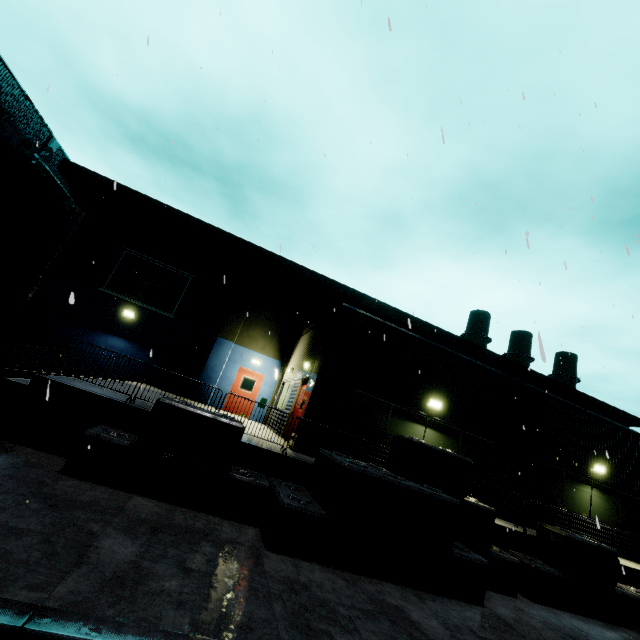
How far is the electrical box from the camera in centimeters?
1689cm

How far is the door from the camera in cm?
1752

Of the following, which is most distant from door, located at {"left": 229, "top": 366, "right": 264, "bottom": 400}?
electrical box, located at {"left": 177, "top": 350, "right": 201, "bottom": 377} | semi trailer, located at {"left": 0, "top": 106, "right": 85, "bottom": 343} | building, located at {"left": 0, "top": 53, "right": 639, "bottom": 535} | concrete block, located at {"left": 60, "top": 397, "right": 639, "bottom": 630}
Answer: semi trailer, located at {"left": 0, "top": 106, "right": 85, "bottom": 343}

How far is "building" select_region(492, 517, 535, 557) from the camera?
9.4m

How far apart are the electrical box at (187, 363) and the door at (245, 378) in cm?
206

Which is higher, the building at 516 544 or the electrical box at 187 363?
the electrical box at 187 363

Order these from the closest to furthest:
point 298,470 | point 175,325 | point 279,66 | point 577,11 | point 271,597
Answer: point 271,597
point 279,66
point 298,470
point 577,11
point 175,325
